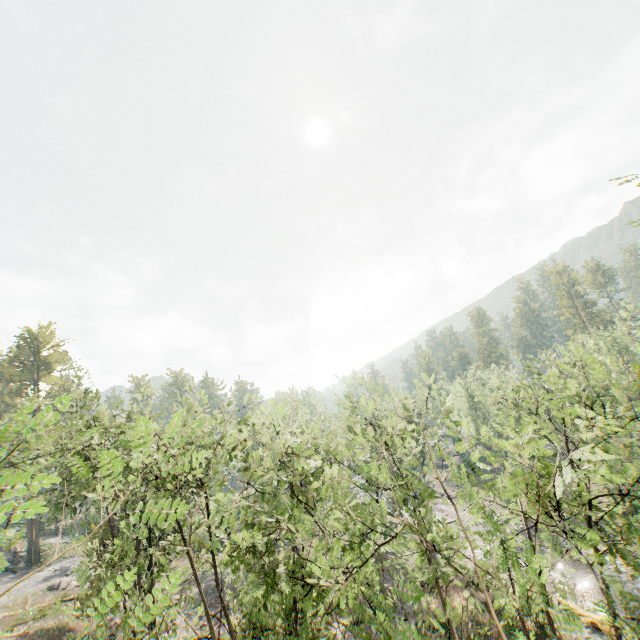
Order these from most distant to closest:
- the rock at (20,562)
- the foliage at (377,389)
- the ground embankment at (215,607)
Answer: the rock at (20,562)
the ground embankment at (215,607)
the foliage at (377,389)

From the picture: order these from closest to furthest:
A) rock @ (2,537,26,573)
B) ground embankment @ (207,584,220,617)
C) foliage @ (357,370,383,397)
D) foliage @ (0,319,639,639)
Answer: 1. foliage @ (0,319,639,639)
2. foliage @ (357,370,383,397)
3. ground embankment @ (207,584,220,617)
4. rock @ (2,537,26,573)

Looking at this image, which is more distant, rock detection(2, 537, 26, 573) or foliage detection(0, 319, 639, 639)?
rock detection(2, 537, 26, 573)

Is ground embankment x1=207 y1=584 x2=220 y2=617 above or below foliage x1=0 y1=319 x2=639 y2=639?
below

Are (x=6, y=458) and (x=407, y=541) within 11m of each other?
yes

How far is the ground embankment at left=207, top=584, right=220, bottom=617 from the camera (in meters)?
29.83

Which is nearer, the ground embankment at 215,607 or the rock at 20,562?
the ground embankment at 215,607

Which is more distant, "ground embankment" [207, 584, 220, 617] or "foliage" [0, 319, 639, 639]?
"ground embankment" [207, 584, 220, 617]
